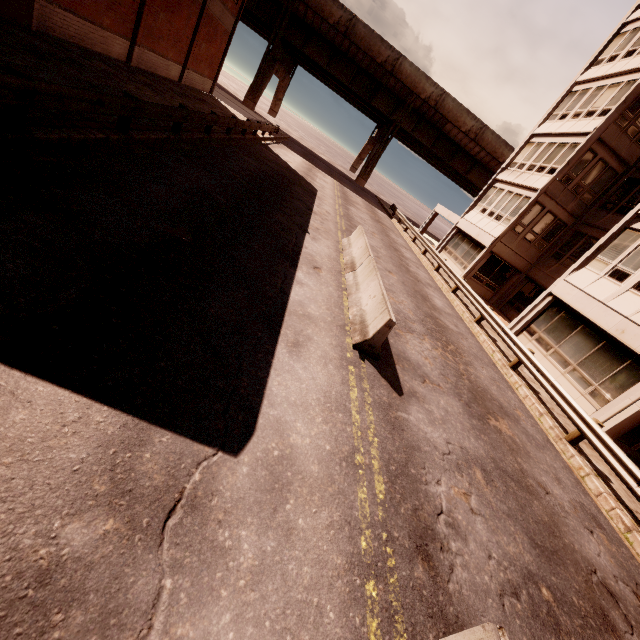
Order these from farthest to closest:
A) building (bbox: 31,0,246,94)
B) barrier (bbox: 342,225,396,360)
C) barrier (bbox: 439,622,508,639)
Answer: building (bbox: 31,0,246,94) → barrier (bbox: 342,225,396,360) → barrier (bbox: 439,622,508,639)

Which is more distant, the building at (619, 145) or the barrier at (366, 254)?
the building at (619, 145)

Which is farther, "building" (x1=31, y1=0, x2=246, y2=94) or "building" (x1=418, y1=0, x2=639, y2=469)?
"building" (x1=31, y1=0, x2=246, y2=94)

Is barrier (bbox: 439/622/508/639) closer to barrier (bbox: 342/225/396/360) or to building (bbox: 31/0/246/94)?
barrier (bbox: 342/225/396/360)

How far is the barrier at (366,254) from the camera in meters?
6.8 m

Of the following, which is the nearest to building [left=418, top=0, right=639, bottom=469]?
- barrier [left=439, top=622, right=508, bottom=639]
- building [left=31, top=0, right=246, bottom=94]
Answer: barrier [left=439, top=622, right=508, bottom=639]

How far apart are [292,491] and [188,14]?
29.1 meters

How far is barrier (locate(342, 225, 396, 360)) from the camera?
6.75m
